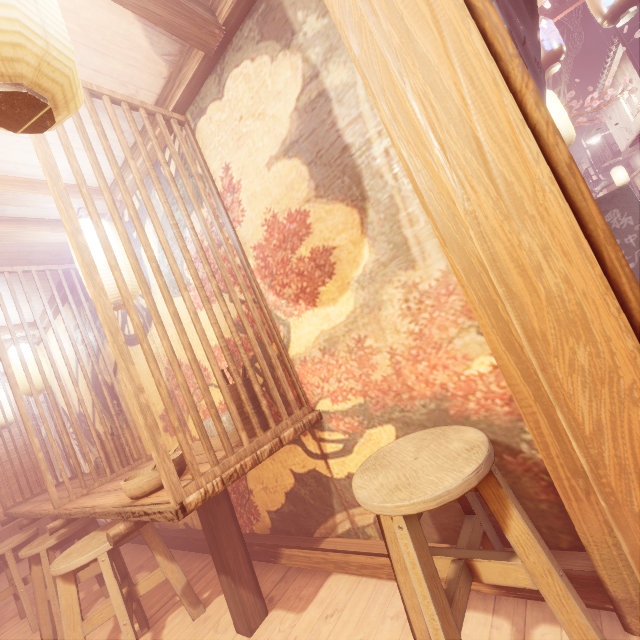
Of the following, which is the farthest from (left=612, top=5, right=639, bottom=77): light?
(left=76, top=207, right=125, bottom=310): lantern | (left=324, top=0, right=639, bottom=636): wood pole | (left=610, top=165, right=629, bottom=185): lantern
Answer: (left=76, top=207, right=125, bottom=310): lantern

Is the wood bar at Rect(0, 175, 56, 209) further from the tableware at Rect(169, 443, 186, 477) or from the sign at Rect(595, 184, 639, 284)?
the tableware at Rect(169, 443, 186, 477)

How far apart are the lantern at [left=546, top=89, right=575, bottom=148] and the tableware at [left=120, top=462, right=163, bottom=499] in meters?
12.7

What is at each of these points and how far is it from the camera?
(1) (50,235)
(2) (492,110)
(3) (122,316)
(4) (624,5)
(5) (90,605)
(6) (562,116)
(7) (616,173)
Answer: (1) wood bar, 4.5 meters
(2) door frame, 1.6 meters
(3) building, 5.3 meters
(4) lantern, 7.3 meters
(5) building, 4.9 meters
(6) lantern, 9.7 meters
(7) lantern, 32.8 meters

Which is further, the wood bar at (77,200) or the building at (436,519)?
the wood bar at (77,200)

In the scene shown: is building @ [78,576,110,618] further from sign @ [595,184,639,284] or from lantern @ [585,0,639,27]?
lantern @ [585,0,639,27]

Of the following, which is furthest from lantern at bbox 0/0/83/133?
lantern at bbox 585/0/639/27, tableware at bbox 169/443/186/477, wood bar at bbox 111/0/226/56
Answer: lantern at bbox 585/0/639/27

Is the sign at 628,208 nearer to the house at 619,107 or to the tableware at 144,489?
the tableware at 144,489
